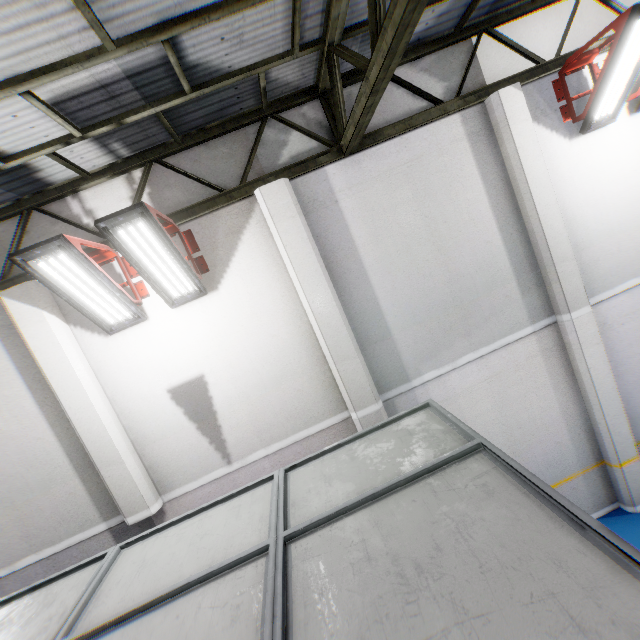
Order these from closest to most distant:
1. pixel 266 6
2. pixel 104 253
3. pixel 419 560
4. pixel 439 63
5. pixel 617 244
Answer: pixel 419 560, pixel 266 6, pixel 104 253, pixel 439 63, pixel 617 244

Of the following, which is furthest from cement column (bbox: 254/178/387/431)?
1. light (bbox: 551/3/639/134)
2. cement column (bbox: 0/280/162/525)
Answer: light (bbox: 551/3/639/134)

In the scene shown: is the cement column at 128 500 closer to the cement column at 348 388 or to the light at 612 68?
the cement column at 348 388

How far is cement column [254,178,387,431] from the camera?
4.9 meters

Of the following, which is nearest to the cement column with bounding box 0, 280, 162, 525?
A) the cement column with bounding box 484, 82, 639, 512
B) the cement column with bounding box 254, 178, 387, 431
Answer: the cement column with bounding box 254, 178, 387, 431

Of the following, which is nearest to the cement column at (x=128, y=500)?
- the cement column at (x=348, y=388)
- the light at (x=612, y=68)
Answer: the cement column at (x=348, y=388)
